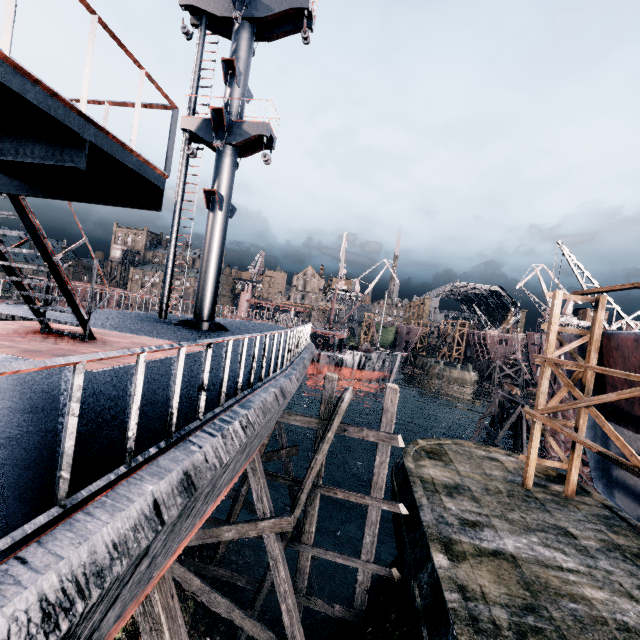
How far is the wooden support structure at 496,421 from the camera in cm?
2991

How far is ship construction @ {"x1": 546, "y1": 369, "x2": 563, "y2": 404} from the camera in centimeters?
2457cm

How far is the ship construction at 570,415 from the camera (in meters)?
24.25

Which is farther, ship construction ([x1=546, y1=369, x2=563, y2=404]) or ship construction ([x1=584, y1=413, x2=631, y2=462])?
ship construction ([x1=546, y1=369, x2=563, y2=404])

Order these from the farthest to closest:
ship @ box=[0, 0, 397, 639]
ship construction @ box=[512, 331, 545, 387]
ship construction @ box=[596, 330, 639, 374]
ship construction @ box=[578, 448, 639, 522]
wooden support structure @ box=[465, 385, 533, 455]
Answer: wooden support structure @ box=[465, 385, 533, 455], ship construction @ box=[512, 331, 545, 387], ship construction @ box=[578, 448, 639, 522], ship construction @ box=[596, 330, 639, 374], ship @ box=[0, 0, 397, 639]

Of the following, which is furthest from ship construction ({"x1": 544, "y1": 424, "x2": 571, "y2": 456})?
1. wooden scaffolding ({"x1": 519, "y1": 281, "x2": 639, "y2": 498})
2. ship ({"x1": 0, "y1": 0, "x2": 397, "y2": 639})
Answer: ship ({"x1": 0, "y1": 0, "x2": 397, "y2": 639})

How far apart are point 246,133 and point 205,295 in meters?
7.8
